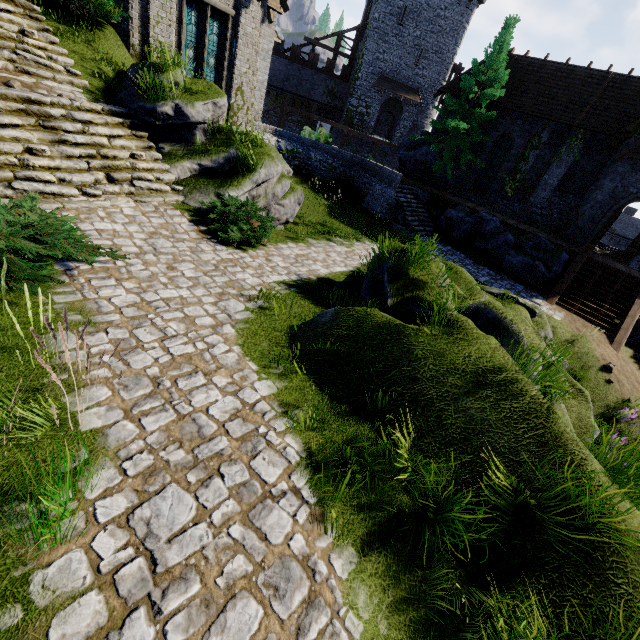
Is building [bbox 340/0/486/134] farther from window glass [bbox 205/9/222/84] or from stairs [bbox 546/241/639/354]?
stairs [bbox 546/241/639/354]

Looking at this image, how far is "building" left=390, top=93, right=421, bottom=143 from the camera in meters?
36.5

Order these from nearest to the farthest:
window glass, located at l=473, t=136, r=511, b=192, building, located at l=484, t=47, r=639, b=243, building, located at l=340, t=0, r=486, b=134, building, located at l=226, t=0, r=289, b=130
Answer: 1. building, located at l=226, t=0, r=289, b=130
2. building, located at l=484, t=47, r=639, b=243
3. window glass, located at l=473, t=136, r=511, b=192
4. building, located at l=340, t=0, r=486, b=134

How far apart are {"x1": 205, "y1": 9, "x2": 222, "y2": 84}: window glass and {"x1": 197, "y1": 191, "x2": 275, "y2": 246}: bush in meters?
8.6 m

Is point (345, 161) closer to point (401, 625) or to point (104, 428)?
point (104, 428)

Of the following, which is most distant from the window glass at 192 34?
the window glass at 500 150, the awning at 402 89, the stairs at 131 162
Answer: the awning at 402 89

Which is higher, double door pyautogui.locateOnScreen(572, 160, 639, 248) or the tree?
the tree

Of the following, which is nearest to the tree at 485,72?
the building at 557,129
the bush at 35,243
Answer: the building at 557,129
